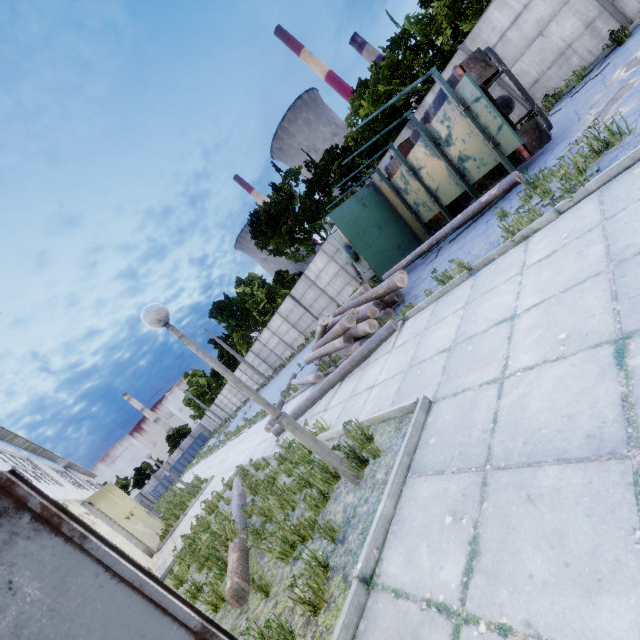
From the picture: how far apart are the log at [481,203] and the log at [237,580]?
8.1 meters

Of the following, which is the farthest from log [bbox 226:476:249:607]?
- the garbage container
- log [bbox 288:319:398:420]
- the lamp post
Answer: the garbage container

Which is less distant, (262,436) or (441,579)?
(441,579)

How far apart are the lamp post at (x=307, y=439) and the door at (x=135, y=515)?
14.85m

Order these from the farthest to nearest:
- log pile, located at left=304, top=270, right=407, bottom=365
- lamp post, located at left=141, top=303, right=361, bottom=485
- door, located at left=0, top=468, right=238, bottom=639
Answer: log pile, located at left=304, top=270, right=407, bottom=365, lamp post, located at left=141, top=303, right=361, bottom=485, door, located at left=0, top=468, right=238, bottom=639

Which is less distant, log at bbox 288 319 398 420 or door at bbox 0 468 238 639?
door at bbox 0 468 238 639

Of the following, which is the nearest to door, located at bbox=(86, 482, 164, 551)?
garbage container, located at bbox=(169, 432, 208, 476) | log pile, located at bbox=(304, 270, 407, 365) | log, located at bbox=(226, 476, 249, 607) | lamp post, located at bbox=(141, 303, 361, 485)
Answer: log, located at bbox=(226, 476, 249, 607)

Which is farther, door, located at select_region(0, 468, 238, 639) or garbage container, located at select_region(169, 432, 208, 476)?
garbage container, located at select_region(169, 432, 208, 476)
